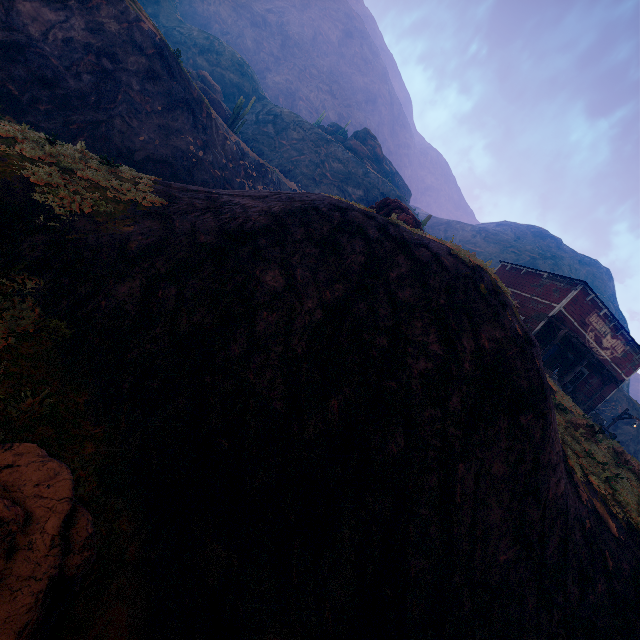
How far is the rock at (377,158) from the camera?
53.7m

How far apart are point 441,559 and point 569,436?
9.2m

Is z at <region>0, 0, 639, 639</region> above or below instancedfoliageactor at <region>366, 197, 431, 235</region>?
below

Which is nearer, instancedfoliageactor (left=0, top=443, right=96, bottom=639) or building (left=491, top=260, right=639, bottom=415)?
instancedfoliageactor (left=0, top=443, right=96, bottom=639)

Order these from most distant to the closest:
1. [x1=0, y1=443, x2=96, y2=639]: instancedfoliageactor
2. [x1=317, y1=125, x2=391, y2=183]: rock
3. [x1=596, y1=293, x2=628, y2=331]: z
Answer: [x1=596, y1=293, x2=628, y2=331]: z → [x1=317, y1=125, x2=391, y2=183]: rock → [x1=0, y1=443, x2=96, y2=639]: instancedfoliageactor

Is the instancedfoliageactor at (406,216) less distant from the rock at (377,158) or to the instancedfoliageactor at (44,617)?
the rock at (377,158)

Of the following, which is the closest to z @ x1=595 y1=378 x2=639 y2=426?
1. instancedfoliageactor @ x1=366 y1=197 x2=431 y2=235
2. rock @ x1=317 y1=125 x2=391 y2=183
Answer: rock @ x1=317 y1=125 x2=391 y2=183

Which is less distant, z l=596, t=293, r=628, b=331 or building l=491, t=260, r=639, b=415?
building l=491, t=260, r=639, b=415
